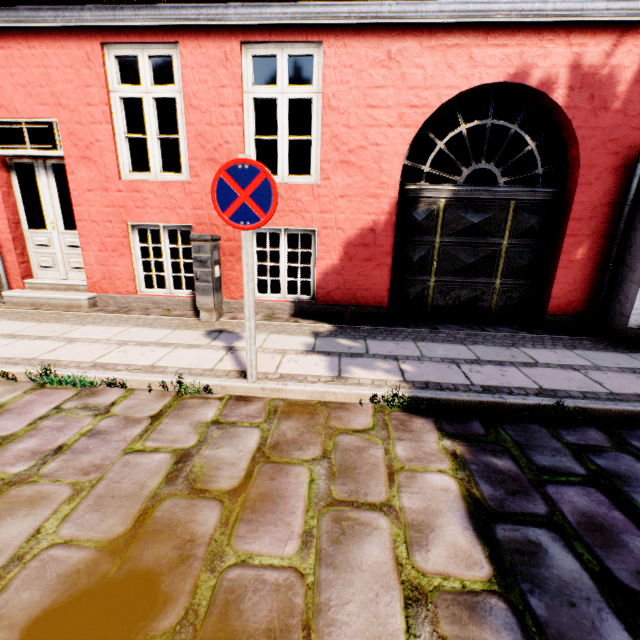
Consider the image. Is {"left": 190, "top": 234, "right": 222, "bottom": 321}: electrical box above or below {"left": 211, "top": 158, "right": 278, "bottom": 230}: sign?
below

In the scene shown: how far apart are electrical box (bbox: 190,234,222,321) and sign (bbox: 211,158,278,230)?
2.0 meters

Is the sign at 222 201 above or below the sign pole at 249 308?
above

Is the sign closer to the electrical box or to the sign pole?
the sign pole

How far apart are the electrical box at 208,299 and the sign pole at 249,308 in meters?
2.0 m

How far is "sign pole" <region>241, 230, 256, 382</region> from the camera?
2.69m

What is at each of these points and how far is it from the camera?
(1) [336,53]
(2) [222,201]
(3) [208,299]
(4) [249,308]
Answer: (1) building, 4.3 meters
(2) sign, 2.6 meters
(3) electrical box, 4.8 meters
(4) sign pole, 2.8 meters

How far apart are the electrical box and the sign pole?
2.04m
